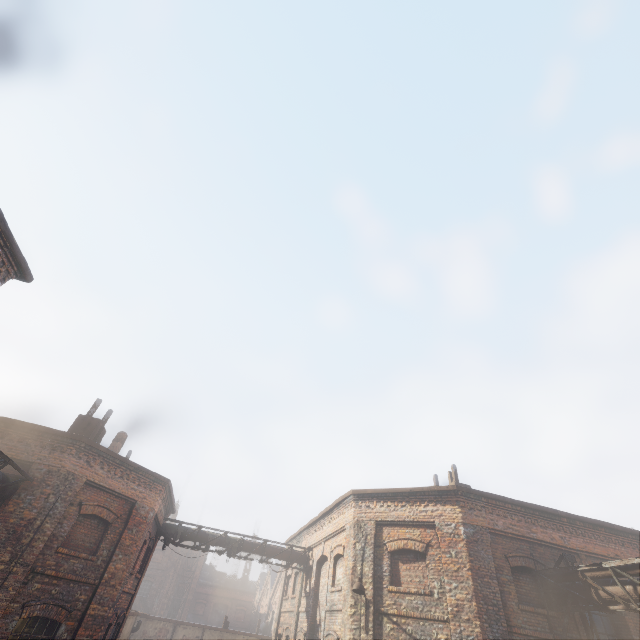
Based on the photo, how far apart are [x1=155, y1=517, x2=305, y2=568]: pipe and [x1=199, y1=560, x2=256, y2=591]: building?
43.2 meters

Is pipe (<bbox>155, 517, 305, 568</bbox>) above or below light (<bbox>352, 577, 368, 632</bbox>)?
above

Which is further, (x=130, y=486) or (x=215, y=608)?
(x=215, y=608)

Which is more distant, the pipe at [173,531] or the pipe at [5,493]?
the pipe at [173,531]

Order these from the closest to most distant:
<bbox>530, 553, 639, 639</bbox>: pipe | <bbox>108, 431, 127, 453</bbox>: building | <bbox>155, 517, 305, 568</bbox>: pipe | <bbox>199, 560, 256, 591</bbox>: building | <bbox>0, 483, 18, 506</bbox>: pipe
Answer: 1. <bbox>530, 553, 639, 639</bbox>: pipe
2. <bbox>0, 483, 18, 506</bbox>: pipe
3. <bbox>155, 517, 305, 568</bbox>: pipe
4. <bbox>108, 431, 127, 453</bbox>: building
5. <bbox>199, 560, 256, 591</bbox>: building

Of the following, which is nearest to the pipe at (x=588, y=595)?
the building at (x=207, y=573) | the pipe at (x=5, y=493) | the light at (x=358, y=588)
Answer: the light at (x=358, y=588)

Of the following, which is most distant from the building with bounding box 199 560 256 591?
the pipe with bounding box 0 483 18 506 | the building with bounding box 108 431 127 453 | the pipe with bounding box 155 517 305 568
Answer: the pipe with bounding box 0 483 18 506

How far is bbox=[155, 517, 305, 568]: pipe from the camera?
16.1m
